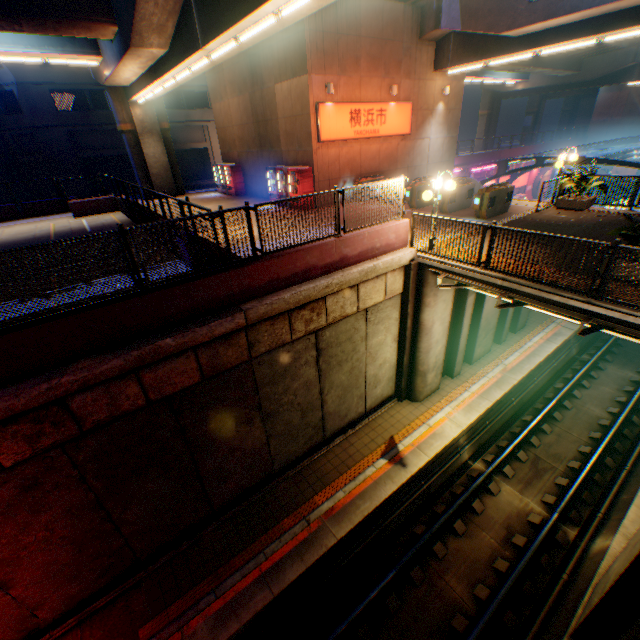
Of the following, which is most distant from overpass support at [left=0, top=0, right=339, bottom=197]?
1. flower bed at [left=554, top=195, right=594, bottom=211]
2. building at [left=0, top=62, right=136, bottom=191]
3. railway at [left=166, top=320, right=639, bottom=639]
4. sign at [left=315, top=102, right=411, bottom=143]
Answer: building at [left=0, top=62, right=136, bottom=191]

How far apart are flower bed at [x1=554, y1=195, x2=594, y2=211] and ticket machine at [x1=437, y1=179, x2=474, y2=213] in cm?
319

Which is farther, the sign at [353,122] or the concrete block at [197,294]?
the sign at [353,122]

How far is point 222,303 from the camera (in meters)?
Result: 7.25

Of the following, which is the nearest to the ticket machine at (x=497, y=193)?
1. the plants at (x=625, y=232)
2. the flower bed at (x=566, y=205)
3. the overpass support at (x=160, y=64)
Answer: the flower bed at (x=566, y=205)

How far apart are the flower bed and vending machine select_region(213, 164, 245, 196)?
18.68m

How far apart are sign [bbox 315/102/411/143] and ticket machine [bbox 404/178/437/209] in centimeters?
415cm

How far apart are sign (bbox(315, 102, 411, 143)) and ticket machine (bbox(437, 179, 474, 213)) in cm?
574
